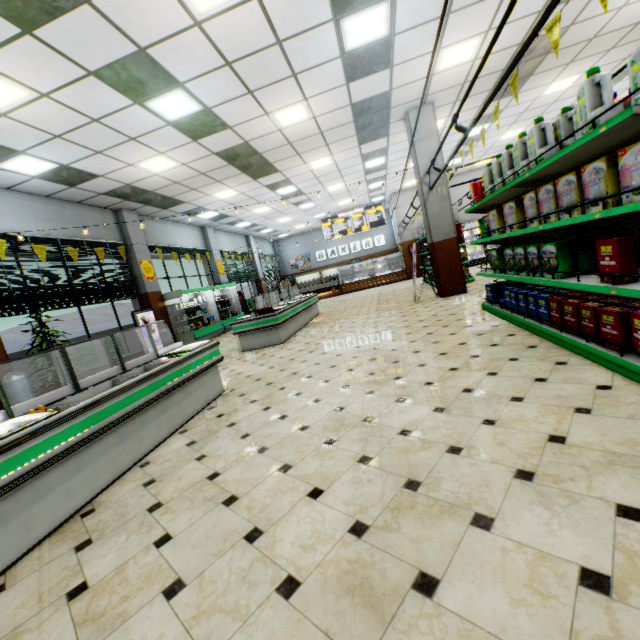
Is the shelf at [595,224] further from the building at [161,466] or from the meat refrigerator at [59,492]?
the meat refrigerator at [59,492]

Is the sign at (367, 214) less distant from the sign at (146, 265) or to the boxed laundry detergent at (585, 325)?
the sign at (146, 265)

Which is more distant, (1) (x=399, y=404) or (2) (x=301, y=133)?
(2) (x=301, y=133)

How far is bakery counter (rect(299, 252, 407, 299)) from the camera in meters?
19.0

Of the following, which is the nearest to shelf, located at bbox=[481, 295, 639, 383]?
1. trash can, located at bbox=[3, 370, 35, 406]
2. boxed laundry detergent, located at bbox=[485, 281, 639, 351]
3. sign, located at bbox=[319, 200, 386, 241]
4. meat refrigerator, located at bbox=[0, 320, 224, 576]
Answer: boxed laundry detergent, located at bbox=[485, 281, 639, 351]

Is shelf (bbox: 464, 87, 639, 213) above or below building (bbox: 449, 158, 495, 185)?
below

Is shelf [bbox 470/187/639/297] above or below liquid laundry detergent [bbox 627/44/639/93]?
below

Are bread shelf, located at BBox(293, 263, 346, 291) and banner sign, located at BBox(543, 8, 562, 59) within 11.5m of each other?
no
